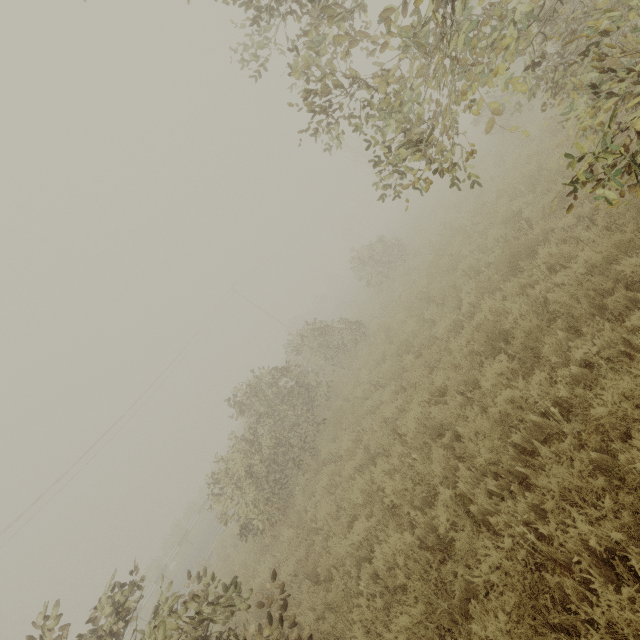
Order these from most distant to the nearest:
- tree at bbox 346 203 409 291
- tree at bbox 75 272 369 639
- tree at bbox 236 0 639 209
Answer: tree at bbox 346 203 409 291 → tree at bbox 75 272 369 639 → tree at bbox 236 0 639 209

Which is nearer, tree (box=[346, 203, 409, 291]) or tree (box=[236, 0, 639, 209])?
tree (box=[236, 0, 639, 209])

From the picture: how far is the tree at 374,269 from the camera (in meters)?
17.42

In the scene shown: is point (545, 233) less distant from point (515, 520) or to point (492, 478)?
point (492, 478)

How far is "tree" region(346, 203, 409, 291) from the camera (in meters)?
17.42

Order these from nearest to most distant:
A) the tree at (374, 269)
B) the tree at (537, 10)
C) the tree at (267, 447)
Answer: the tree at (537, 10) < the tree at (267, 447) < the tree at (374, 269)
